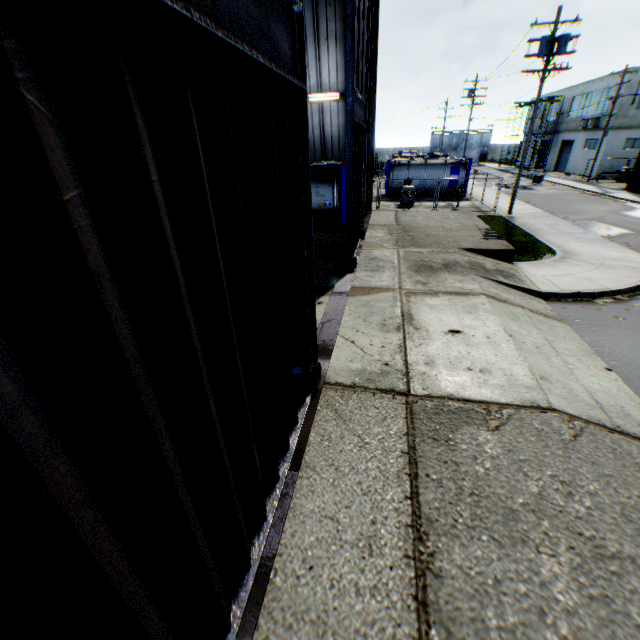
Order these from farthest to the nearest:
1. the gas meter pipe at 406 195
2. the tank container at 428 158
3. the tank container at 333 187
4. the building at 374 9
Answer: the tank container at 428 158, the gas meter pipe at 406 195, the tank container at 333 187, the building at 374 9

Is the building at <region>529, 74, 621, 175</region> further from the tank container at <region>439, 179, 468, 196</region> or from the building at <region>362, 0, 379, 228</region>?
the building at <region>362, 0, 379, 228</region>

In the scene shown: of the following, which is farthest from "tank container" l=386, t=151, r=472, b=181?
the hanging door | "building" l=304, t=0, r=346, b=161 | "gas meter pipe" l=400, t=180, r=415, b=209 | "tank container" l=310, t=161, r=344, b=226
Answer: the hanging door

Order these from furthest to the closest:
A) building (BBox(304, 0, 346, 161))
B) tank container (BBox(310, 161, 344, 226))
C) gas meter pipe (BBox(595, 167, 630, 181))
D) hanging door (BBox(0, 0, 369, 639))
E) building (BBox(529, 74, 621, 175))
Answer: building (BBox(529, 74, 621, 175)) < gas meter pipe (BBox(595, 167, 630, 181)) < tank container (BBox(310, 161, 344, 226)) < building (BBox(304, 0, 346, 161)) < hanging door (BBox(0, 0, 369, 639))

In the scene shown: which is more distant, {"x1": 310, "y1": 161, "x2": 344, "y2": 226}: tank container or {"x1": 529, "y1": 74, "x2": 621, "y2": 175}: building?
{"x1": 529, "y1": 74, "x2": 621, "y2": 175}: building

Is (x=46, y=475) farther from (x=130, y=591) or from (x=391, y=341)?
(x=391, y=341)

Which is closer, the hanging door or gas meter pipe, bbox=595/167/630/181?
the hanging door

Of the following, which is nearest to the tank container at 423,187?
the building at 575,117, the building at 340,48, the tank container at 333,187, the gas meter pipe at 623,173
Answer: the building at 340,48
